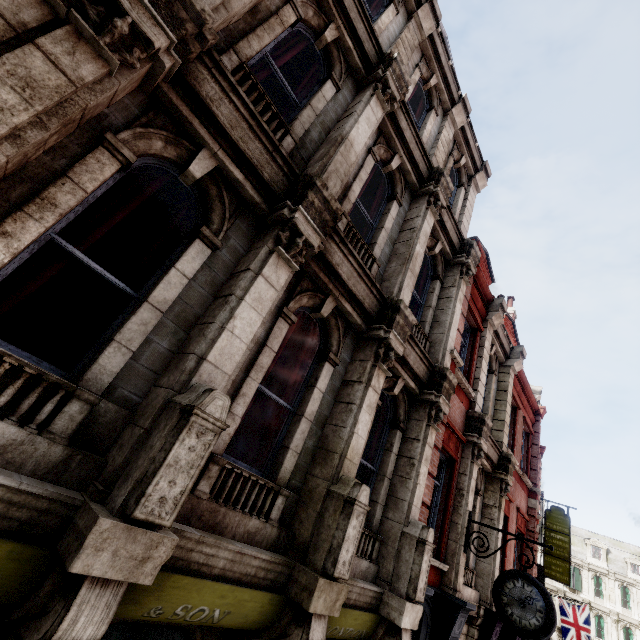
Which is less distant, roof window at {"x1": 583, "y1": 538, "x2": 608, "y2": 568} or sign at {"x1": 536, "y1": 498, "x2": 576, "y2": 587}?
sign at {"x1": 536, "y1": 498, "x2": 576, "y2": 587}

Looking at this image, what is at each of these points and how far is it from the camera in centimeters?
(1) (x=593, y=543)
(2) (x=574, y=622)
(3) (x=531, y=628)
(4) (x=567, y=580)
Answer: (1) roof window, 4309cm
(2) flag, 2523cm
(3) clock, 582cm
(4) sign, 2042cm

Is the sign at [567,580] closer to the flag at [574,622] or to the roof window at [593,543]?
the flag at [574,622]

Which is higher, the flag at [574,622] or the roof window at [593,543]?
the roof window at [593,543]

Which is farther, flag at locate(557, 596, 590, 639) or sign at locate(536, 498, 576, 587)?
flag at locate(557, 596, 590, 639)

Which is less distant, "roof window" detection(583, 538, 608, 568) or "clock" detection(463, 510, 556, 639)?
"clock" detection(463, 510, 556, 639)

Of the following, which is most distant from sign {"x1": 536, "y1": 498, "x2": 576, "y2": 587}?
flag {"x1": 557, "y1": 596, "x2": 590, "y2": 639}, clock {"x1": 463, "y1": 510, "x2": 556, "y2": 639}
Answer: clock {"x1": 463, "y1": 510, "x2": 556, "y2": 639}

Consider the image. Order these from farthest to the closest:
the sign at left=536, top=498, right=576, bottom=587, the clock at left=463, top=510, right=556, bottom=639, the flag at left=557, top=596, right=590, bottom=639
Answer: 1. the flag at left=557, top=596, right=590, bottom=639
2. the sign at left=536, top=498, right=576, bottom=587
3. the clock at left=463, top=510, right=556, bottom=639
